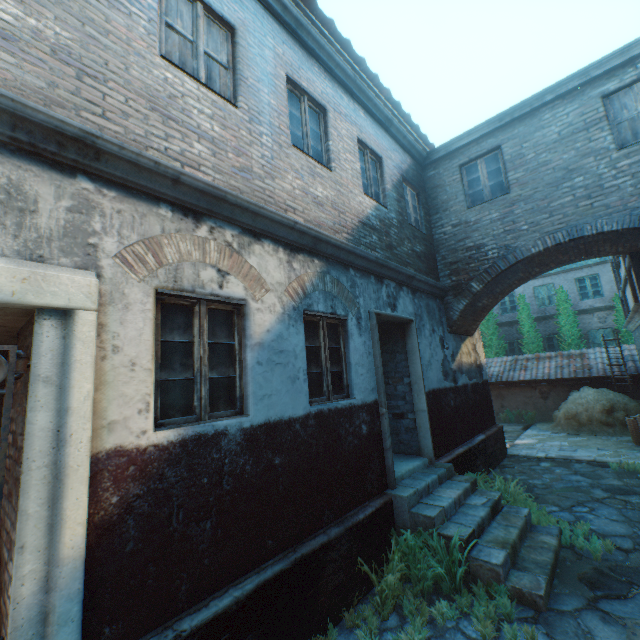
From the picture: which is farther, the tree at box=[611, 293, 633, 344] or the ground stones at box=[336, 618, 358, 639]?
the tree at box=[611, 293, 633, 344]

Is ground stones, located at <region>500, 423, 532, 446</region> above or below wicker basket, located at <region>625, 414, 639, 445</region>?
below

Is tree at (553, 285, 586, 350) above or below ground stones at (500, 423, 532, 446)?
above

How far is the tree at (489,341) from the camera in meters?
19.4 m

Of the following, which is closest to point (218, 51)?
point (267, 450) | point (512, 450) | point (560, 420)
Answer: point (267, 450)

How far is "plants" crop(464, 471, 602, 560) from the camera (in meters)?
4.71

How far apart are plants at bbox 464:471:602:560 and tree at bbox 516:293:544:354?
13.31m

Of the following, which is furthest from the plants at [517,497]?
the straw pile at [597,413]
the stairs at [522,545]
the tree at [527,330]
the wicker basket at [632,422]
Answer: the tree at [527,330]
